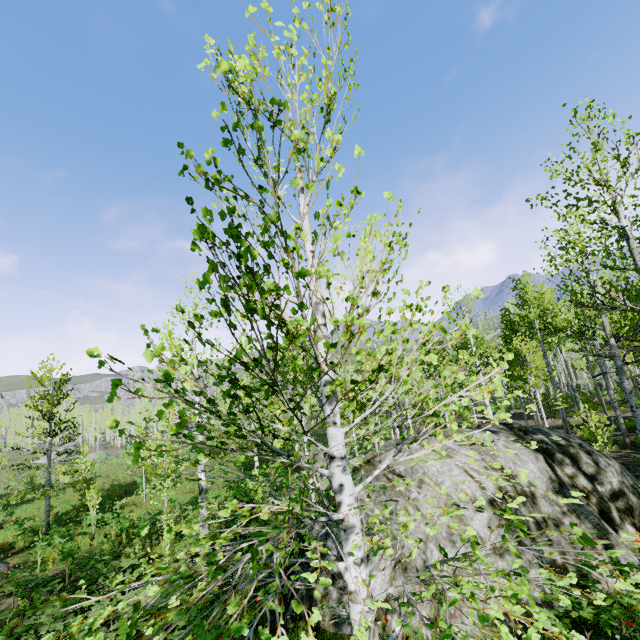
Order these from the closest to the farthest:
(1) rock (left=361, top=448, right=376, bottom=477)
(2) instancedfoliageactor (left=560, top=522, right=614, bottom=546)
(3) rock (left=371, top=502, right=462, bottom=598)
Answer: (2) instancedfoliageactor (left=560, top=522, right=614, bottom=546), (3) rock (left=371, top=502, right=462, bottom=598), (1) rock (left=361, top=448, right=376, bottom=477)

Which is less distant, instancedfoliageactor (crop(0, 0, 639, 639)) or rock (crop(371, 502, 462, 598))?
instancedfoliageactor (crop(0, 0, 639, 639))

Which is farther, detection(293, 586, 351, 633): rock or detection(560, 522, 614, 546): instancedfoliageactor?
detection(293, 586, 351, 633): rock

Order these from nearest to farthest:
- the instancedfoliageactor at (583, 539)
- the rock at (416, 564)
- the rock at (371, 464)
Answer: the instancedfoliageactor at (583, 539)
the rock at (416, 564)
the rock at (371, 464)

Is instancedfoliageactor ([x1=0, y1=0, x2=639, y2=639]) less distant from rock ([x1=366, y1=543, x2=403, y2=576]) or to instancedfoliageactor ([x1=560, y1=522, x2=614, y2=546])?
rock ([x1=366, y1=543, x2=403, y2=576])

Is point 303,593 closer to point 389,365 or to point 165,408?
point 165,408

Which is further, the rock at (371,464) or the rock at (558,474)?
the rock at (371,464)
